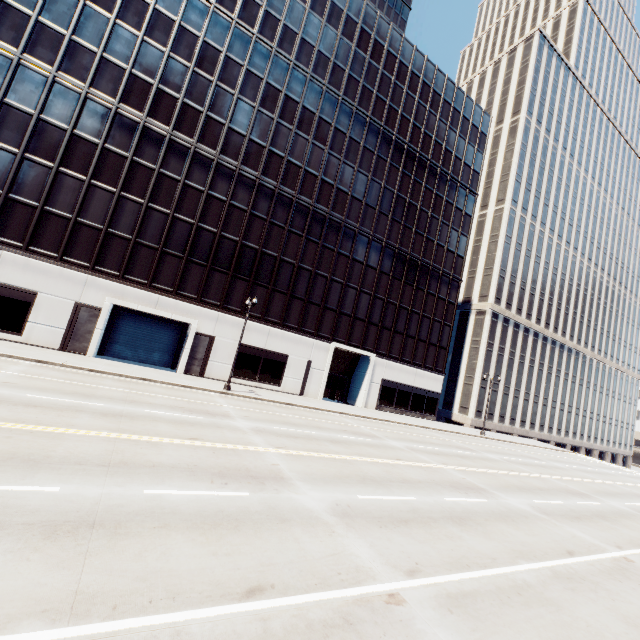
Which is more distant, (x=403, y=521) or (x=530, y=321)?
(x=530, y=321)
